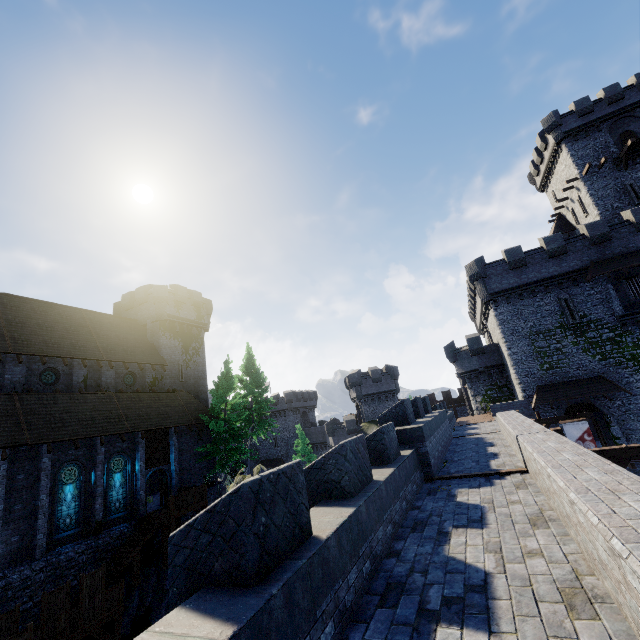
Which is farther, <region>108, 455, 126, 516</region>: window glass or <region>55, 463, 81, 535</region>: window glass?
<region>108, 455, 126, 516</region>: window glass

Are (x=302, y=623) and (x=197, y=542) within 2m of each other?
yes

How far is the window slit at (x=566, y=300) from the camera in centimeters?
2592cm

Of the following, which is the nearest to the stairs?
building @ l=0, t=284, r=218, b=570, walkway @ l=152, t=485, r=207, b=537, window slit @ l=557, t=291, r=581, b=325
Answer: walkway @ l=152, t=485, r=207, b=537

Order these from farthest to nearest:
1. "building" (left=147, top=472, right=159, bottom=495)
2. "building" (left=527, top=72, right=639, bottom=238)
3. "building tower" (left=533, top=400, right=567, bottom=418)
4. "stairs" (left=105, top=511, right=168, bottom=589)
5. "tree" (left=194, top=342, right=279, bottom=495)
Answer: "building" (left=147, top=472, right=159, bottom=495), "building" (left=527, top=72, right=639, bottom=238), "tree" (left=194, top=342, right=279, bottom=495), "building tower" (left=533, top=400, right=567, bottom=418), "stairs" (left=105, top=511, right=168, bottom=589)

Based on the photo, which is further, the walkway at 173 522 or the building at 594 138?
the building at 594 138

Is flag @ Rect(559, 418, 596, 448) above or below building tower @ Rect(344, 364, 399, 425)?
below

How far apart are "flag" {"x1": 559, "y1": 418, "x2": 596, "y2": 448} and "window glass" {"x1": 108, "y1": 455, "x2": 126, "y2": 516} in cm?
2758
